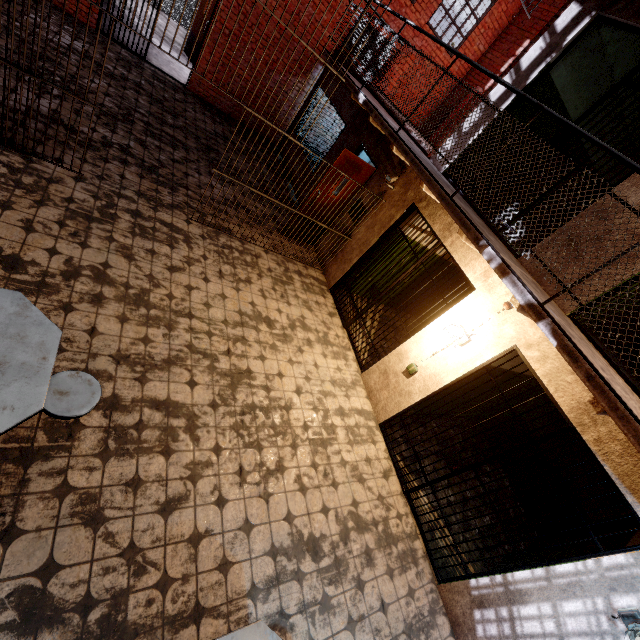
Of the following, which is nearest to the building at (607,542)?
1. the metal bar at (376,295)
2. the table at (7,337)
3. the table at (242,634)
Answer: the metal bar at (376,295)

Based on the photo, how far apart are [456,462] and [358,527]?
1.49m

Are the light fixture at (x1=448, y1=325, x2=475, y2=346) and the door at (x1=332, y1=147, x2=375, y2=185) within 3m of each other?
no

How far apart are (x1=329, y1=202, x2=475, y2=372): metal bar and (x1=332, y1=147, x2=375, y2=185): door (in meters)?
1.39

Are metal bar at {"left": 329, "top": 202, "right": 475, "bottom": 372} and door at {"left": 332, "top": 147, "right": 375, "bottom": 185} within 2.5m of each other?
yes

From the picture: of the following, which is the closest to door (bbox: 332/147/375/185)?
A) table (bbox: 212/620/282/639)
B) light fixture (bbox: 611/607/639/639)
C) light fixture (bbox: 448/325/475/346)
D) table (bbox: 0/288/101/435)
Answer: light fixture (bbox: 448/325/475/346)

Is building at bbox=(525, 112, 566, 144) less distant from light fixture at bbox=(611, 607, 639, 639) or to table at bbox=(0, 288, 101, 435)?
light fixture at bbox=(611, 607, 639, 639)

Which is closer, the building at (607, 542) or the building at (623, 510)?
the building at (607, 542)
